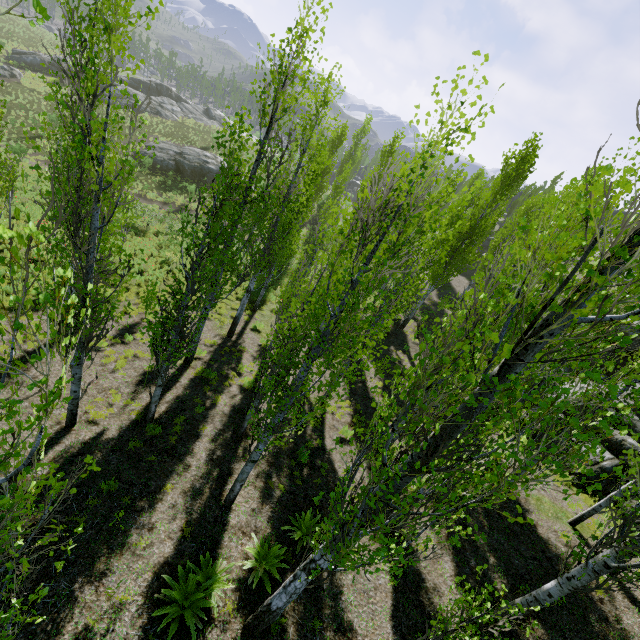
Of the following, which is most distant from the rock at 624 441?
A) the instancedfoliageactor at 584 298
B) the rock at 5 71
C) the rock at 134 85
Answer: the rock at 5 71

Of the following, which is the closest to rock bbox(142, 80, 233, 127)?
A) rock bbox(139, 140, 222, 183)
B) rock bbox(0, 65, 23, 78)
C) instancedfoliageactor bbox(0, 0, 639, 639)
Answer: instancedfoliageactor bbox(0, 0, 639, 639)

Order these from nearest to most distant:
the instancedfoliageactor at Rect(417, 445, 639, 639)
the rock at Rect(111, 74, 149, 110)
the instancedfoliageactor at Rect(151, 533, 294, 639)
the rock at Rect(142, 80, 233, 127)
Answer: the instancedfoliageactor at Rect(417, 445, 639, 639) → the instancedfoliageactor at Rect(151, 533, 294, 639) → the rock at Rect(111, 74, 149, 110) → the rock at Rect(142, 80, 233, 127)

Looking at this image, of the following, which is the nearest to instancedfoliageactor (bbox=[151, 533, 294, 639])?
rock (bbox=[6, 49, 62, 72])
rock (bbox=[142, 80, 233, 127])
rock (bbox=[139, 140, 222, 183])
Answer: rock (bbox=[142, 80, 233, 127])

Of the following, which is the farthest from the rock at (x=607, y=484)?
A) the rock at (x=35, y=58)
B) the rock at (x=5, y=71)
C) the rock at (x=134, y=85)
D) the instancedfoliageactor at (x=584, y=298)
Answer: the rock at (x=35, y=58)

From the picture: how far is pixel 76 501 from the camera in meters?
7.1

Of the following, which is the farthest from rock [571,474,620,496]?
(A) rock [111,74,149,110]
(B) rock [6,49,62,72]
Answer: (B) rock [6,49,62,72]

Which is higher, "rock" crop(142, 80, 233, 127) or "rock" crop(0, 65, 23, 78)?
"rock" crop(142, 80, 233, 127)
